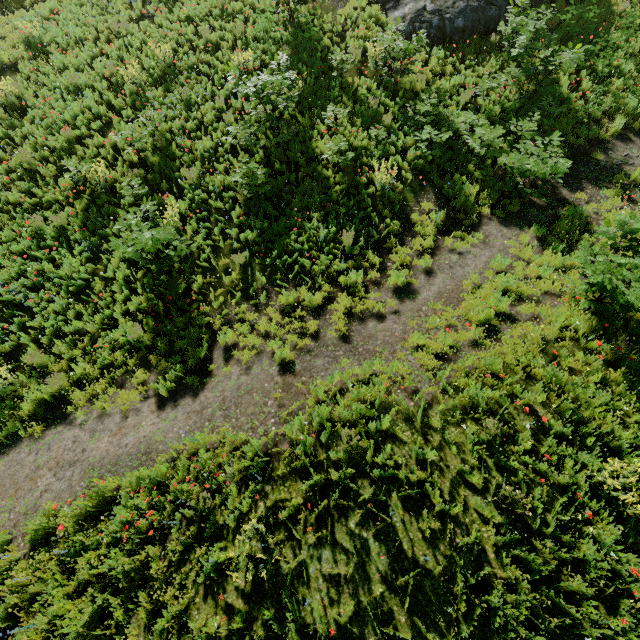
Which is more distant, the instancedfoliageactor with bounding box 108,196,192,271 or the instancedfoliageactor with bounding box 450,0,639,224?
the instancedfoliageactor with bounding box 450,0,639,224

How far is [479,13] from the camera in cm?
1205

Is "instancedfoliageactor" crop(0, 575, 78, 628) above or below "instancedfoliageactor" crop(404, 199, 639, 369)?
below

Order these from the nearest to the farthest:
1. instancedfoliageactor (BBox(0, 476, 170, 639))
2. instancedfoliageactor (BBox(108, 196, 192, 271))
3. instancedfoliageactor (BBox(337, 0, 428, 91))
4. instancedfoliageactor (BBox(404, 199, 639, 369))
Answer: instancedfoliageactor (BBox(0, 476, 170, 639)) → instancedfoliageactor (BBox(404, 199, 639, 369)) → instancedfoliageactor (BBox(108, 196, 192, 271)) → instancedfoliageactor (BBox(337, 0, 428, 91))

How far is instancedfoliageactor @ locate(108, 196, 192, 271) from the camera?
7.5 meters

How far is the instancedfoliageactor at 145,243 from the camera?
7.50m

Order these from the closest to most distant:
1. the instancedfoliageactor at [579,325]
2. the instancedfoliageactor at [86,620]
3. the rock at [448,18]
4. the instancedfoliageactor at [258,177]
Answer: the instancedfoliageactor at [86,620] → the instancedfoliageactor at [579,325] → the instancedfoliageactor at [258,177] → the rock at [448,18]
